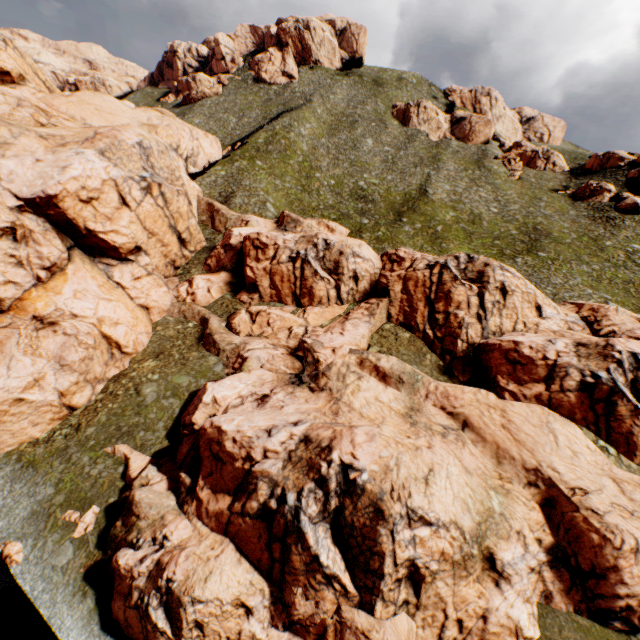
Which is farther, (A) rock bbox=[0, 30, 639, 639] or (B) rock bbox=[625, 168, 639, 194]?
(B) rock bbox=[625, 168, 639, 194]

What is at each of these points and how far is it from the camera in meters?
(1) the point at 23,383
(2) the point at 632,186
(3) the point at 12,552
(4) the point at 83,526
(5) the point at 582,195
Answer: (1) rock, 25.1
(2) rock, 58.1
(3) rock, 19.5
(4) rock, 20.5
(5) rock, 59.6

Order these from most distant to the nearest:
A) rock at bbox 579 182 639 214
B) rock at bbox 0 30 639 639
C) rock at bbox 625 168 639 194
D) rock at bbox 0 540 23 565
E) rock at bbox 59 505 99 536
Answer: rock at bbox 625 168 639 194 → rock at bbox 579 182 639 214 → rock at bbox 59 505 99 536 → rock at bbox 0 540 23 565 → rock at bbox 0 30 639 639

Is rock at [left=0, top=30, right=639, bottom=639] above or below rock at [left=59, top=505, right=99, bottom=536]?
above

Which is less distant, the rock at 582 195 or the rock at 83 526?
the rock at 83 526

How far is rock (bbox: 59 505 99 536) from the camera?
20.3 meters

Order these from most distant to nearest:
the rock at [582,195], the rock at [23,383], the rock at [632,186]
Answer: the rock at [632,186], the rock at [582,195], the rock at [23,383]
